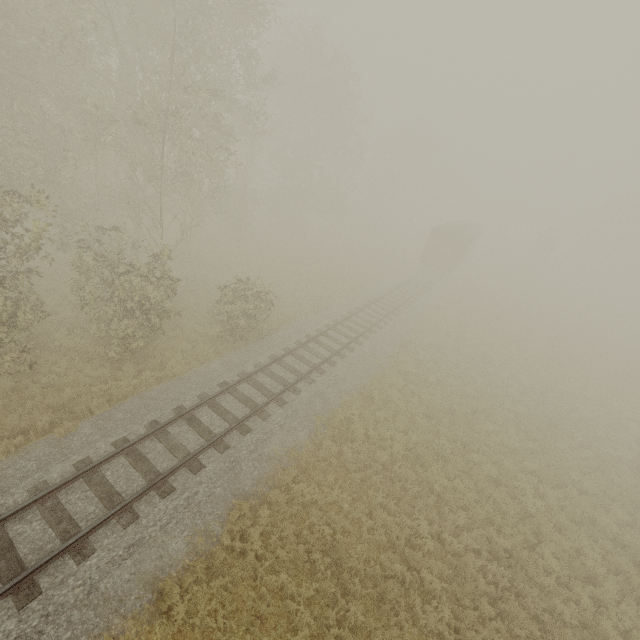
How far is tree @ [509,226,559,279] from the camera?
44.7m

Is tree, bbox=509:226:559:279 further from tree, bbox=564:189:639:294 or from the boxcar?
tree, bbox=564:189:639:294

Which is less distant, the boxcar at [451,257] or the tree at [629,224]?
the boxcar at [451,257]

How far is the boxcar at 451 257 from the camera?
31.20m

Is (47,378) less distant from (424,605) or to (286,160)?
(424,605)

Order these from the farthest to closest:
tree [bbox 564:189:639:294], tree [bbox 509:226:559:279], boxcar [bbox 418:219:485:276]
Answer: tree [bbox 564:189:639:294] → tree [bbox 509:226:559:279] → boxcar [bbox 418:219:485:276]

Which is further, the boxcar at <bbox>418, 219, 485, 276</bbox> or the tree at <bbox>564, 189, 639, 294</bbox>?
the tree at <bbox>564, 189, 639, 294</bbox>
